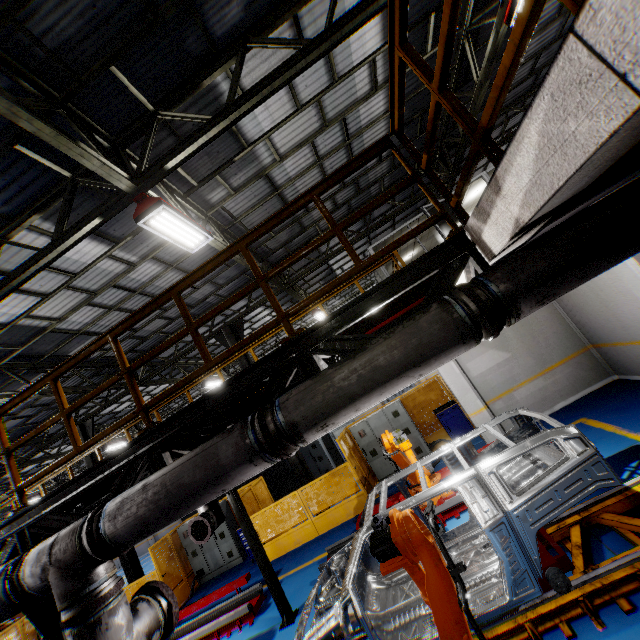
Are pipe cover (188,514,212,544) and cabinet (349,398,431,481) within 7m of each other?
yes

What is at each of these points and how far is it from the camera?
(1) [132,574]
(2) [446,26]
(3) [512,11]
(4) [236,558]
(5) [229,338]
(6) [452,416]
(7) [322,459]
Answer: (1) metal pole, 12.5m
(2) metal handrail, 1.9m
(3) light, 5.8m
(4) cabinet, 12.0m
(5) metal pole, 12.8m
(6) toolbox, 10.8m
(7) cabinet, 16.2m

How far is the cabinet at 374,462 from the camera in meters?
11.1

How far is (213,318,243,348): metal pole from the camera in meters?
12.8 m

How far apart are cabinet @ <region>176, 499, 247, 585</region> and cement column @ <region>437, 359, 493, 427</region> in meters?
9.7 m

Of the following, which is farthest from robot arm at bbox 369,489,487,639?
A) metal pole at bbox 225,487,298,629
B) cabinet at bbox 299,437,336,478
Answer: cabinet at bbox 299,437,336,478

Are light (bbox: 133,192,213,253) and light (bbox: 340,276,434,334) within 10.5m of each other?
yes

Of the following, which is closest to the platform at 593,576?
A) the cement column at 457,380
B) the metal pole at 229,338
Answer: the cement column at 457,380
